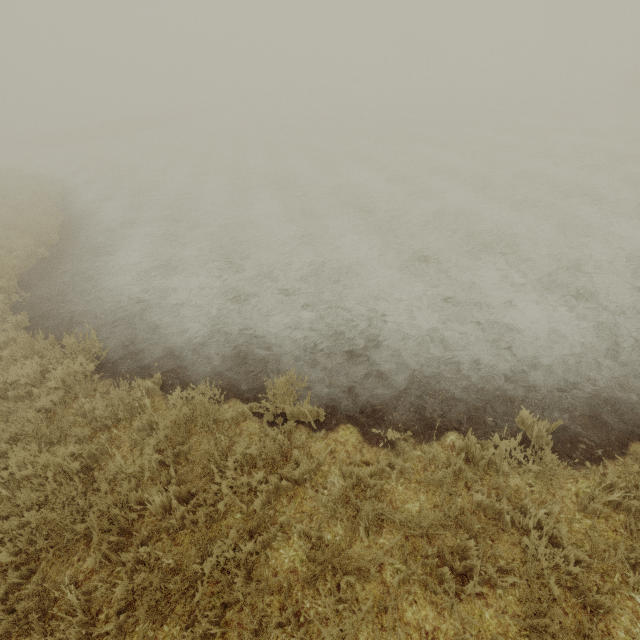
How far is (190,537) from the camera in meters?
3.6
